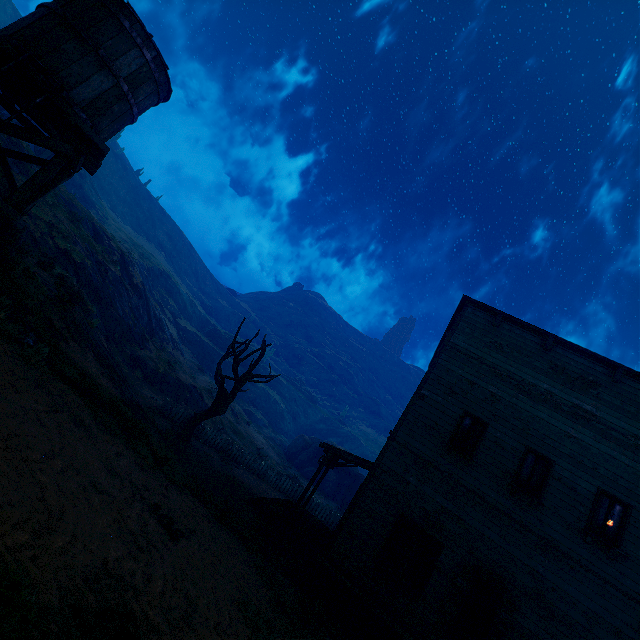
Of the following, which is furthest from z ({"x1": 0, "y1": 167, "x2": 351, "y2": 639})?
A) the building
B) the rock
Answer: the rock

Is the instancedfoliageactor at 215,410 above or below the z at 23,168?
below

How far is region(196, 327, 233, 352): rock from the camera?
56.5m

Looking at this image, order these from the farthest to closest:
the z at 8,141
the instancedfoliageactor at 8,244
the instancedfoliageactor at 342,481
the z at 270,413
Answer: the instancedfoliageactor at 342,481
the z at 270,413
the z at 8,141
the instancedfoliageactor at 8,244

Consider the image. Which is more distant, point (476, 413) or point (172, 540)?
point (476, 413)

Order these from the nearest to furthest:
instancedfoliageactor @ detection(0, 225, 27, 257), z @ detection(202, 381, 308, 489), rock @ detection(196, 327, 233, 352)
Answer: instancedfoliageactor @ detection(0, 225, 27, 257) → z @ detection(202, 381, 308, 489) → rock @ detection(196, 327, 233, 352)

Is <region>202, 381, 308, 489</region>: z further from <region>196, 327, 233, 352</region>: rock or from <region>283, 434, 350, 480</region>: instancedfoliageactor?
<region>196, 327, 233, 352</region>: rock

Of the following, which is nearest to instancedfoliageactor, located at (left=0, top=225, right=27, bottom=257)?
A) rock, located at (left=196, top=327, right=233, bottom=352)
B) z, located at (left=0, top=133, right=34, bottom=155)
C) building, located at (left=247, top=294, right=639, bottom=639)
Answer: z, located at (left=0, top=133, right=34, bottom=155)
